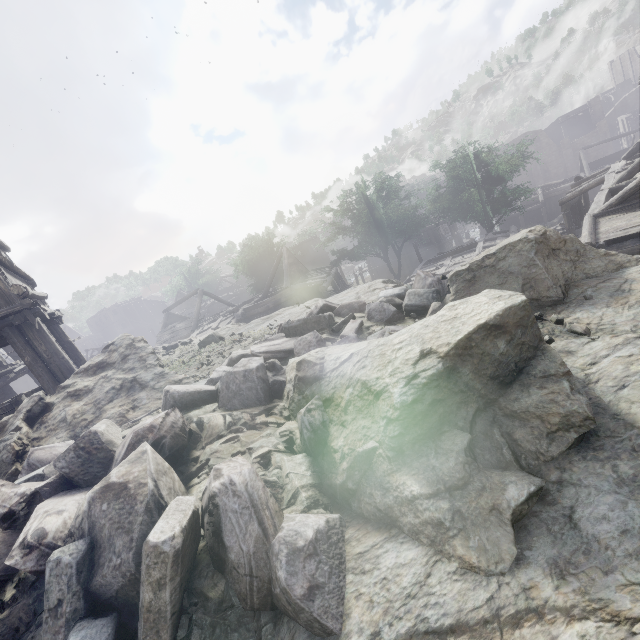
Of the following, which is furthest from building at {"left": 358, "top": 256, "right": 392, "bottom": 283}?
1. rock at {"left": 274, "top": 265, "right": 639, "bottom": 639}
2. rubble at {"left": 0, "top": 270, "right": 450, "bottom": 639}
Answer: rubble at {"left": 0, "top": 270, "right": 450, "bottom": 639}

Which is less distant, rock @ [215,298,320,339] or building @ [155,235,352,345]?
rock @ [215,298,320,339]

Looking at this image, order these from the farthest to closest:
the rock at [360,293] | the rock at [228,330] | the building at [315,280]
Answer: the building at [315,280] < the rock at [228,330] < the rock at [360,293]

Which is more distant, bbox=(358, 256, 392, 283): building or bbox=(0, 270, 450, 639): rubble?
bbox=(358, 256, 392, 283): building

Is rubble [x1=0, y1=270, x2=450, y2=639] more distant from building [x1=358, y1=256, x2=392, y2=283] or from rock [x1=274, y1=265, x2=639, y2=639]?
building [x1=358, y1=256, x2=392, y2=283]

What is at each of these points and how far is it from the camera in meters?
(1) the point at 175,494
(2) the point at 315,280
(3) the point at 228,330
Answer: (1) rubble, 1.9 m
(2) building, 26.0 m
(3) rock, 13.2 m

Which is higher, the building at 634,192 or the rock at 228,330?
the rock at 228,330
